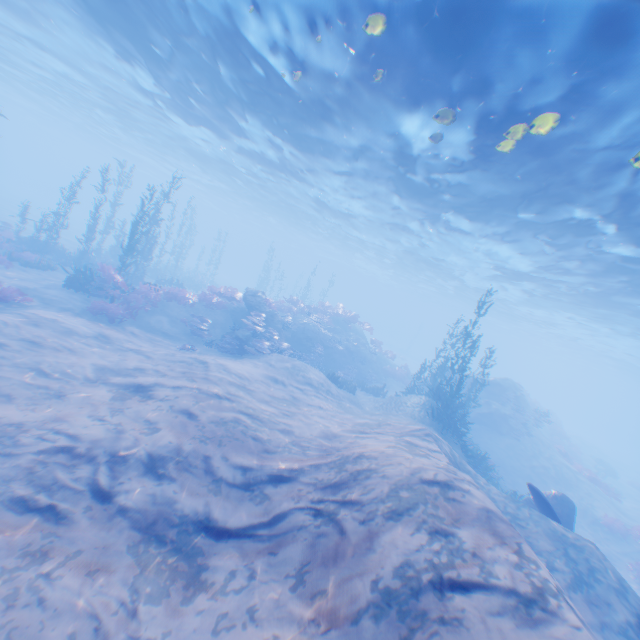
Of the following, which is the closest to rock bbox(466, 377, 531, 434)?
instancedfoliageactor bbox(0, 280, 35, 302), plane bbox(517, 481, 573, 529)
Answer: plane bbox(517, 481, 573, 529)

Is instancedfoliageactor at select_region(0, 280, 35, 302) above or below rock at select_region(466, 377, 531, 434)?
below

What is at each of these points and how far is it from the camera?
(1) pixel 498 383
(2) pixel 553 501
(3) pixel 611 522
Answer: (1) rock, 25.2m
(2) plane, 11.9m
(3) instancedfoliageactor, 18.2m

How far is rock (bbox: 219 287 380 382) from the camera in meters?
19.0

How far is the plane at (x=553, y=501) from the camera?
A: 9.95m

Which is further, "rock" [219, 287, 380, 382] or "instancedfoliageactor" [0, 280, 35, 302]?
"rock" [219, 287, 380, 382]

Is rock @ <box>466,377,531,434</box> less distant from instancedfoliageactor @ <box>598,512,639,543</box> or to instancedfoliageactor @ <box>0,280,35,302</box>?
instancedfoliageactor @ <box>598,512,639,543</box>

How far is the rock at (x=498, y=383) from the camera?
23.0m
